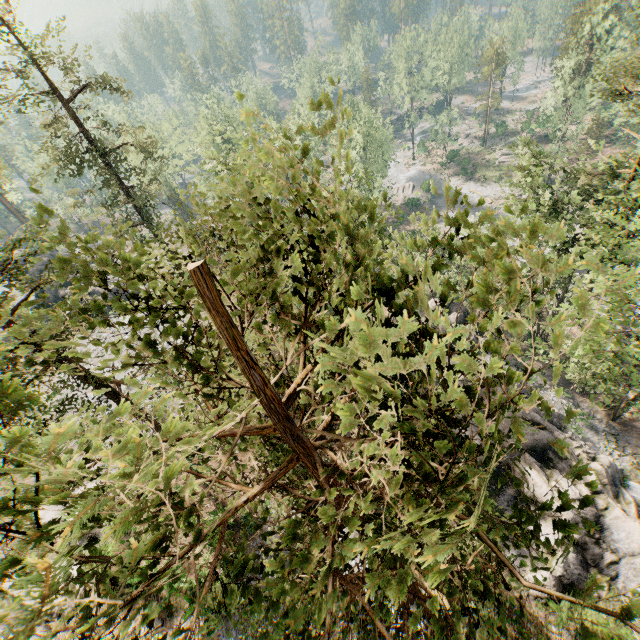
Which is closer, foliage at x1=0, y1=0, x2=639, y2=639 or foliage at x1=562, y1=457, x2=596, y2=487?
foliage at x1=0, y1=0, x2=639, y2=639

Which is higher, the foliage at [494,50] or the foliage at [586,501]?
the foliage at [586,501]

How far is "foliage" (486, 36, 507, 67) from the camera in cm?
5796

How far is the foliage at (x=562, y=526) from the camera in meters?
2.9

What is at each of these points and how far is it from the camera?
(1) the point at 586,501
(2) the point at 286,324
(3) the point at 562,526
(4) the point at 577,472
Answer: (1) foliage, 3.1m
(2) foliage, 3.5m
(3) foliage, 3.0m
(4) foliage, 3.3m

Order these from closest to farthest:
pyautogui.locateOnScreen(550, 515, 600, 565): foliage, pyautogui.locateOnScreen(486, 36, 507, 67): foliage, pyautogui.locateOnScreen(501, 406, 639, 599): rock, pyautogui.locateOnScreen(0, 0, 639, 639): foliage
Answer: pyautogui.locateOnScreen(0, 0, 639, 639): foliage
pyautogui.locateOnScreen(550, 515, 600, 565): foliage
pyautogui.locateOnScreen(501, 406, 639, 599): rock
pyautogui.locateOnScreen(486, 36, 507, 67): foliage

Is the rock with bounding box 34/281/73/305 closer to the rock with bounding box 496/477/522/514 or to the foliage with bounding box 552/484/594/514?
the foliage with bounding box 552/484/594/514
